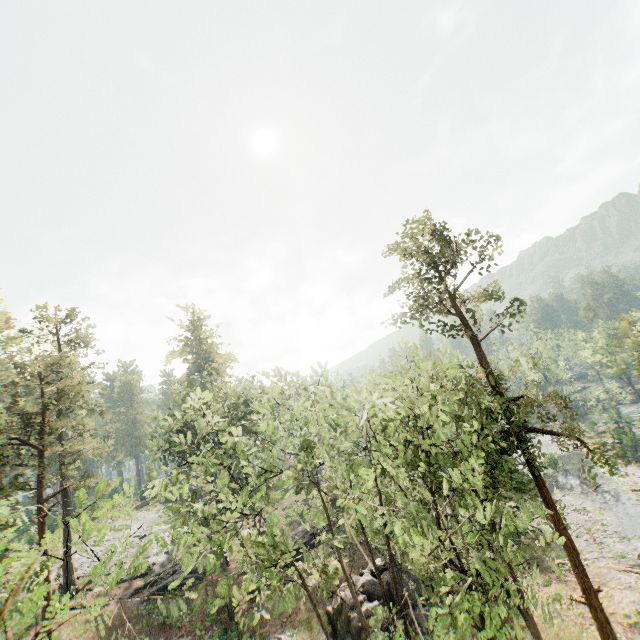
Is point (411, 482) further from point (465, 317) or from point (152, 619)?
point (152, 619)

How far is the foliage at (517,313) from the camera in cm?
1694

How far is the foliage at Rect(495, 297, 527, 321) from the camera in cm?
1694

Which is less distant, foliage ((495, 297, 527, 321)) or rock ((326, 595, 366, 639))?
foliage ((495, 297, 527, 321))

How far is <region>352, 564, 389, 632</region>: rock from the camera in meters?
21.0 m

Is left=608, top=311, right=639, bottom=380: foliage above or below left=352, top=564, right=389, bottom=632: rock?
above

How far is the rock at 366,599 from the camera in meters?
21.0 m

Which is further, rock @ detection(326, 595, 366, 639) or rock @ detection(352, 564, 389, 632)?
rock @ detection(352, 564, 389, 632)
